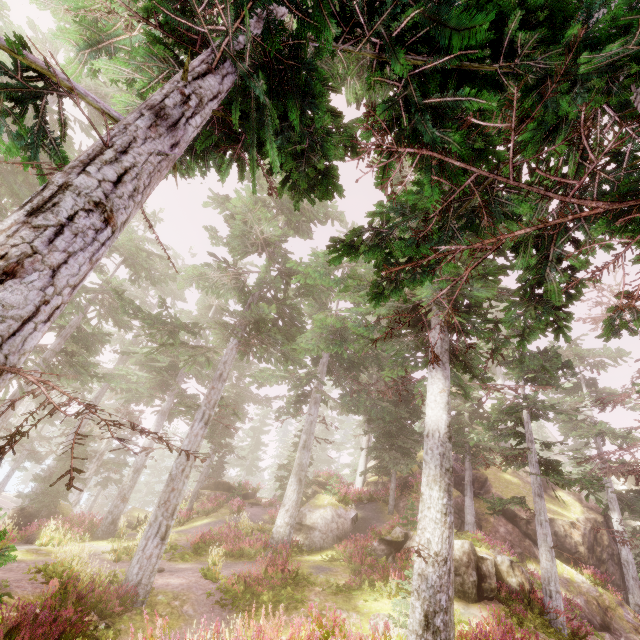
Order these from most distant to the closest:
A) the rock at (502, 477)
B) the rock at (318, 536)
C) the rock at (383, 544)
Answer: the rock at (502, 477) → the rock at (318, 536) → the rock at (383, 544)

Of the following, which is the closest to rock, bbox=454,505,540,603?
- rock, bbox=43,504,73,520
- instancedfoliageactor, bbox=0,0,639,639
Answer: instancedfoliageactor, bbox=0,0,639,639

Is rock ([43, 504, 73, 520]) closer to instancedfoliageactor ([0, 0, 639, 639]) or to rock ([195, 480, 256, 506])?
instancedfoliageactor ([0, 0, 639, 639])

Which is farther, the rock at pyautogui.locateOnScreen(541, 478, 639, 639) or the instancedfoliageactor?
the rock at pyautogui.locateOnScreen(541, 478, 639, 639)

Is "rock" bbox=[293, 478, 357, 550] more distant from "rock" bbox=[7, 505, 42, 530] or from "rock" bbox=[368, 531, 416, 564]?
"rock" bbox=[7, 505, 42, 530]

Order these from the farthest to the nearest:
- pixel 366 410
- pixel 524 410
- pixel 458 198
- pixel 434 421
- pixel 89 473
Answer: pixel 366 410 < pixel 89 473 < pixel 524 410 < pixel 434 421 < pixel 458 198

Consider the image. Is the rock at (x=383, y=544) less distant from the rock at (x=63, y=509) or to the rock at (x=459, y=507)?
the rock at (x=459, y=507)

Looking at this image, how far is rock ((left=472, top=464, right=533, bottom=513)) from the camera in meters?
23.4 m
